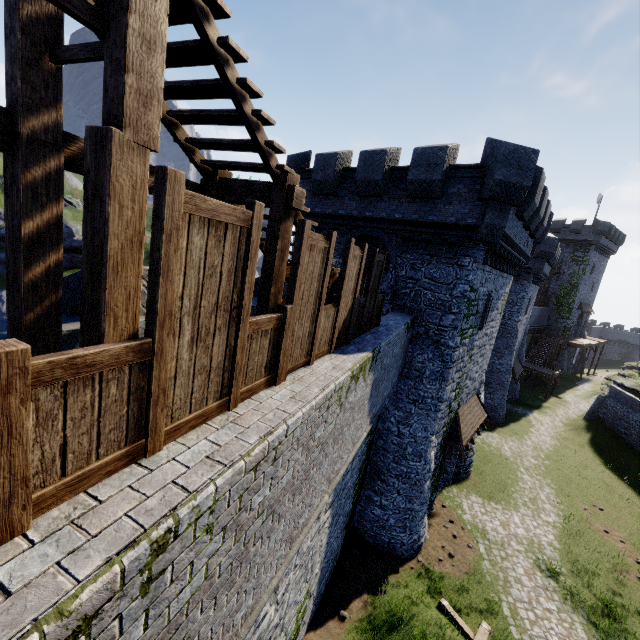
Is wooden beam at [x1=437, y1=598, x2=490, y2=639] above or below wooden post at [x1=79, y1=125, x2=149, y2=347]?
below

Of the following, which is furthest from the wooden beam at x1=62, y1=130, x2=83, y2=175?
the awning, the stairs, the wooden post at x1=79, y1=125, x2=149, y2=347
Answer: the awning

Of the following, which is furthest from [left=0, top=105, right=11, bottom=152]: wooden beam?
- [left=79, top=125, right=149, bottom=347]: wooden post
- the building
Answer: the building

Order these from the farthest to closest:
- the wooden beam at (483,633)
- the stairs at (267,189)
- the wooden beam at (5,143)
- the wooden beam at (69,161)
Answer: the wooden beam at (483,633) < the wooden beam at (69,161) < the wooden beam at (5,143) < the stairs at (267,189)

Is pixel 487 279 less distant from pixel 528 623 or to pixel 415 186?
pixel 415 186

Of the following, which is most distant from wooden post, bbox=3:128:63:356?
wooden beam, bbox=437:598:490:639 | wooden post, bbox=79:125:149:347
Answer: wooden beam, bbox=437:598:490:639

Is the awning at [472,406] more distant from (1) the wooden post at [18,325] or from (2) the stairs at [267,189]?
(1) the wooden post at [18,325]

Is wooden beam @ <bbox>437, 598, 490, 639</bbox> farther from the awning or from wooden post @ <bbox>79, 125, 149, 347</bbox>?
wooden post @ <bbox>79, 125, 149, 347</bbox>
